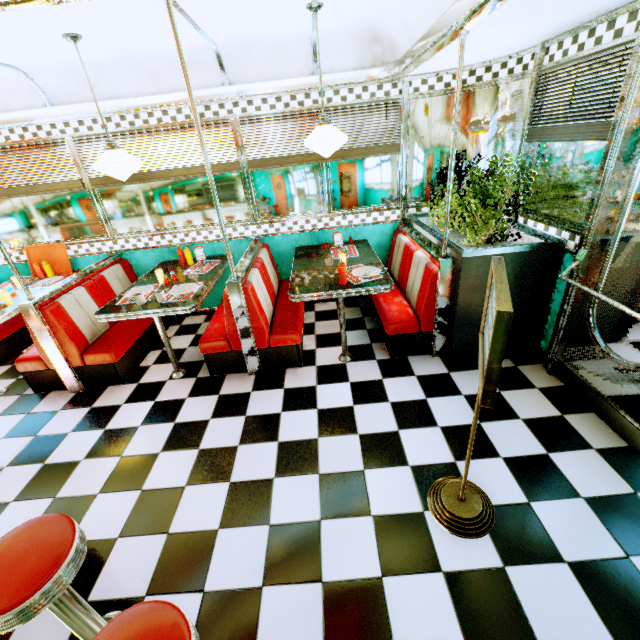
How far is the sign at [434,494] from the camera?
1.2m

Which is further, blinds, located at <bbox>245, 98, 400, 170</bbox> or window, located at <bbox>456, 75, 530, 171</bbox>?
blinds, located at <bbox>245, 98, 400, 170</bbox>

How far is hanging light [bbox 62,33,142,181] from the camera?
2.65m

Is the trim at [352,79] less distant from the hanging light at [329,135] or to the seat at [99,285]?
the hanging light at [329,135]

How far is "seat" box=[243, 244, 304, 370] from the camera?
3.25m

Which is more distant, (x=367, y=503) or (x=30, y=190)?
(x=30, y=190)

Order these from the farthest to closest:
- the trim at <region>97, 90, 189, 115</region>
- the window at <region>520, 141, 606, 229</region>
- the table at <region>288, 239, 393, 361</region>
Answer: the trim at <region>97, 90, 189, 115</region> → the table at <region>288, 239, 393, 361</region> → the window at <region>520, 141, 606, 229</region>

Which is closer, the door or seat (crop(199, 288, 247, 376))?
the door
